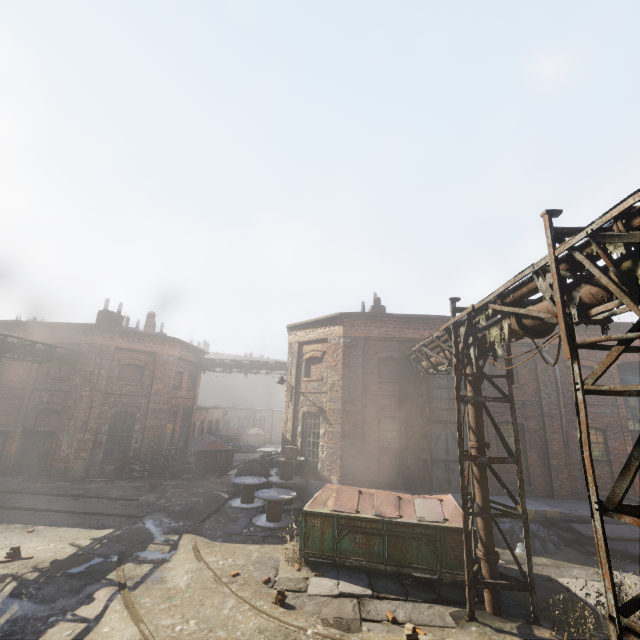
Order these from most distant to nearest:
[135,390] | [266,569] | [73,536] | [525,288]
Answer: [135,390]
[73,536]
[266,569]
[525,288]

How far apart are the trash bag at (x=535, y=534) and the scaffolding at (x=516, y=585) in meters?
3.5 m

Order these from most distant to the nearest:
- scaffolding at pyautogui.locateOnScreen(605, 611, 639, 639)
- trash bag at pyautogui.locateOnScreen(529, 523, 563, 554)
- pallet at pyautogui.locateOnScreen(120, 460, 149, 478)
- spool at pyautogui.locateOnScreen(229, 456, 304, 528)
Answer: pallet at pyautogui.locateOnScreen(120, 460, 149, 478) < spool at pyautogui.locateOnScreen(229, 456, 304, 528) < trash bag at pyautogui.locateOnScreen(529, 523, 563, 554) < scaffolding at pyautogui.locateOnScreen(605, 611, 639, 639)

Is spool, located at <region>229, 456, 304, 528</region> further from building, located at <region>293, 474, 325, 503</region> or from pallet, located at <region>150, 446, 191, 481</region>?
pallet, located at <region>150, 446, 191, 481</region>

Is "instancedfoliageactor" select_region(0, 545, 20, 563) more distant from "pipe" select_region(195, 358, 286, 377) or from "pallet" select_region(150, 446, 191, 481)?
"pipe" select_region(195, 358, 286, 377)

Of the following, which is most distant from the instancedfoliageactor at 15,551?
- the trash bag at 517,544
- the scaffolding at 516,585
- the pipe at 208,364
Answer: the pipe at 208,364

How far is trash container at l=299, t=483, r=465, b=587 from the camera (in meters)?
8.00

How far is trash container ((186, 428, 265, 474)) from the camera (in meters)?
19.09
